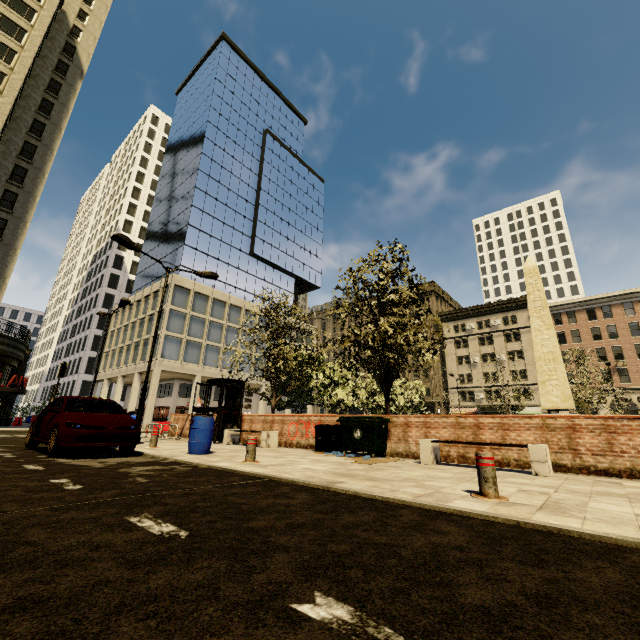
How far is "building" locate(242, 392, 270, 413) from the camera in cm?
4338

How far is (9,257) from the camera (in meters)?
29.98

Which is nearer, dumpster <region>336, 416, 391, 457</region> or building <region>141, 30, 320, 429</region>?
dumpster <region>336, 416, 391, 457</region>

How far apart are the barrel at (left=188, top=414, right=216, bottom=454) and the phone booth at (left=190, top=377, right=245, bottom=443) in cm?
444

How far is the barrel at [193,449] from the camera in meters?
8.6 m

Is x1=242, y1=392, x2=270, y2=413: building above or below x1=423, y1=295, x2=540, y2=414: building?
below

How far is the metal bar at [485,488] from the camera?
4.13m

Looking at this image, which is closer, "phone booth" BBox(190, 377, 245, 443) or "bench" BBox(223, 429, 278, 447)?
"bench" BBox(223, 429, 278, 447)
